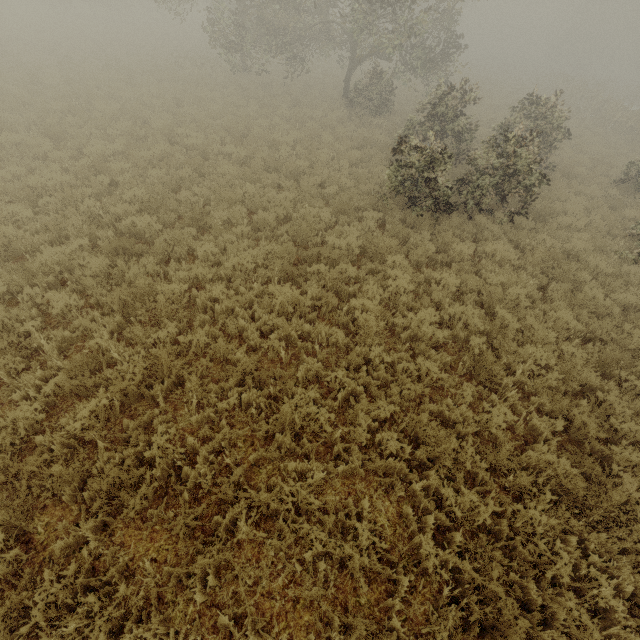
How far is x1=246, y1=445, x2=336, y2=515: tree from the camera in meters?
4.0

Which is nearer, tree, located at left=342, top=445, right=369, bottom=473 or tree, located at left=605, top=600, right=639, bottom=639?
tree, located at left=605, top=600, right=639, bottom=639

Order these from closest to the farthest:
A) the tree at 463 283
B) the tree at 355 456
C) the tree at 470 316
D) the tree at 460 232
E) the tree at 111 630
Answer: the tree at 111 630, the tree at 355 456, the tree at 470 316, the tree at 463 283, the tree at 460 232

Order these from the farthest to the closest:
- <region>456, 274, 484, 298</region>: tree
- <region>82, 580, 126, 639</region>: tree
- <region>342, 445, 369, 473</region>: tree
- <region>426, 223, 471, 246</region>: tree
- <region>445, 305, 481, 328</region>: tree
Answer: <region>426, 223, 471, 246</region>: tree < <region>456, 274, 484, 298</region>: tree < <region>445, 305, 481, 328</region>: tree < <region>342, 445, 369, 473</region>: tree < <region>82, 580, 126, 639</region>: tree

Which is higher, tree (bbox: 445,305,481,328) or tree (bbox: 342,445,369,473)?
tree (bbox: 342,445,369,473)

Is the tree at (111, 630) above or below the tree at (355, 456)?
below

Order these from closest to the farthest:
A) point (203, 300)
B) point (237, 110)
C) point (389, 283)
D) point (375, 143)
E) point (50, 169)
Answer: point (203, 300)
point (389, 283)
point (50, 169)
point (375, 143)
point (237, 110)
